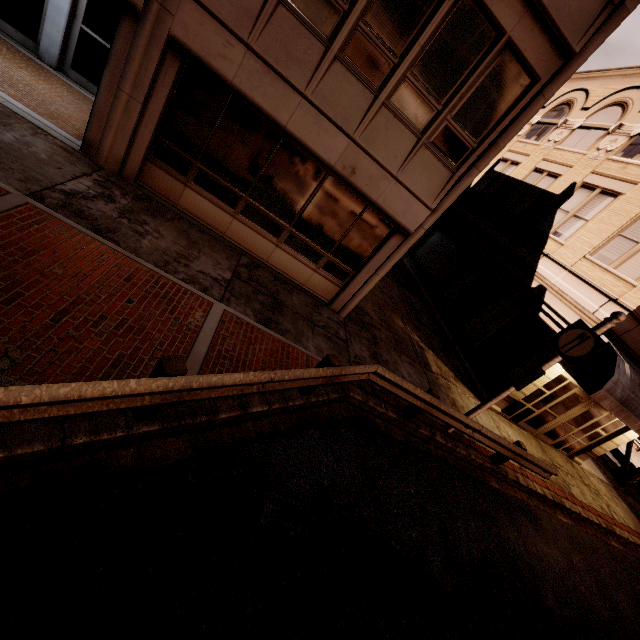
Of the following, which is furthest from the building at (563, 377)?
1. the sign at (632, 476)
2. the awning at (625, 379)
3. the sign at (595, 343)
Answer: the sign at (632, 476)

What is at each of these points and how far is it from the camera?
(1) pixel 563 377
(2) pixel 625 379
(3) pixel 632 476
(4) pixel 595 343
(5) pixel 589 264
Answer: (1) building, 11.7m
(2) awning, 9.7m
(3) sign, 16.9m
(4) sign, 6.9m
(5) building, 11.6m

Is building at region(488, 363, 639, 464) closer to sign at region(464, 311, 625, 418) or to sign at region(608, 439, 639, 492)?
sign at region(464, 311, 625, 418)

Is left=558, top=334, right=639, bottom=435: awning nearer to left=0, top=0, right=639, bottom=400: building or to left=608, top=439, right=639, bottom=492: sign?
left=0, top=0, right=639, bottom=400: building

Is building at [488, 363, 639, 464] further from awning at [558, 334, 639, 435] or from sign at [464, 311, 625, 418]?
sign at [464, 311, 625, 418]

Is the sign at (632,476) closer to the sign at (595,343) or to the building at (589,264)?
the building at (589,264)

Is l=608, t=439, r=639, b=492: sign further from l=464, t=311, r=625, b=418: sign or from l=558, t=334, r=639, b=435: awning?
l=464, t=311, r=625, b=418: sign

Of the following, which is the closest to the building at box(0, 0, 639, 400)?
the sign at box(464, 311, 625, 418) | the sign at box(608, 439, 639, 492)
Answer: the sign at box(464, 311, 625, 418)
